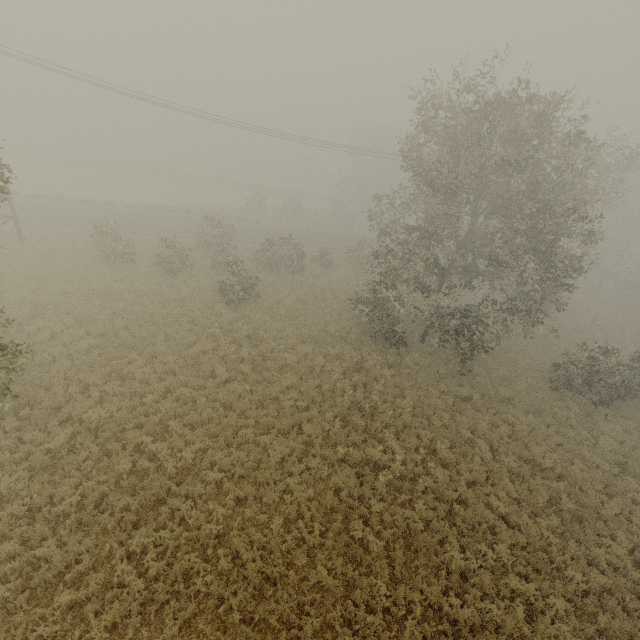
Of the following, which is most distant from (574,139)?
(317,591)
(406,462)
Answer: (317,591)
